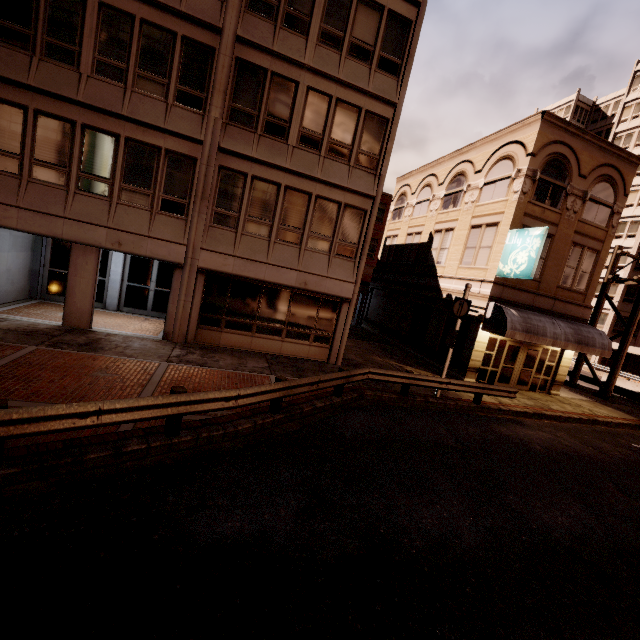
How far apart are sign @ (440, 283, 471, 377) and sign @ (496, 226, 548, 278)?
3.52m

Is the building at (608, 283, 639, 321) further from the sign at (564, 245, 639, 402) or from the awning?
the awning

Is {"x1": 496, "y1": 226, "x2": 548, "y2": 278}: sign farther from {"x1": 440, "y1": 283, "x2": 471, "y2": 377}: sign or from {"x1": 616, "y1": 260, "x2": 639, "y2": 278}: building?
{"x1": 616, "y1": 260, "x2": 639, "y2": 278}: building

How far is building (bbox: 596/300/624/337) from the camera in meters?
38.1 m

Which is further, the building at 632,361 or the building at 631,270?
the building at 631,270

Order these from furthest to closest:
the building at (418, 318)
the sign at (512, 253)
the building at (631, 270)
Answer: the building at (631, 270) → the sign at (512, 253) → the building at (418, 318)

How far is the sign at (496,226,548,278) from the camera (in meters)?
14.07

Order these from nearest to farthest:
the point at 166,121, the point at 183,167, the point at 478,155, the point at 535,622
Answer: the point at 535,622 → the point at 166,121 → the point at 183,167 → the point at 478,155
